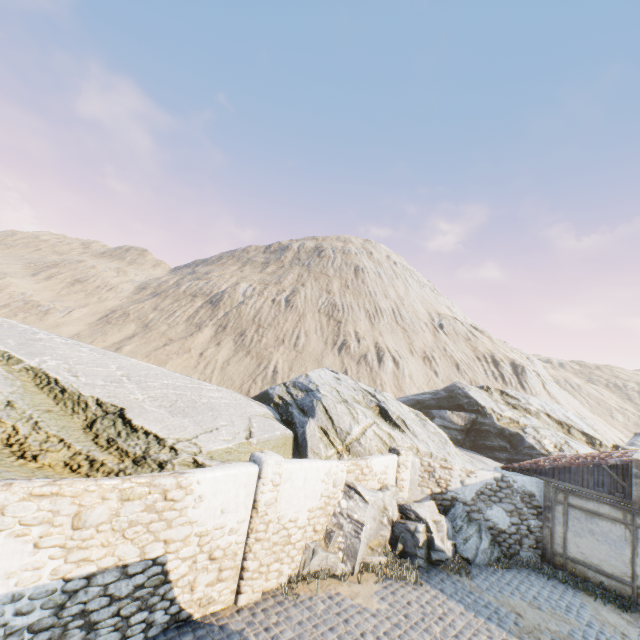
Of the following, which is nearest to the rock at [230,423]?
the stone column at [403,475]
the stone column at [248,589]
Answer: the stone column at [403,475]

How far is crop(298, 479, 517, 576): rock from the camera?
9.4 meters

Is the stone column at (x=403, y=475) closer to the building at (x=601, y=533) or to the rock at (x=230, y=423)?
the rock at (x=230, y=423)

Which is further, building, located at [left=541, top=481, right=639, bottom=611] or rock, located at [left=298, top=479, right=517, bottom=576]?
building, located at [left=541, top=481, right=639, bottom=611]

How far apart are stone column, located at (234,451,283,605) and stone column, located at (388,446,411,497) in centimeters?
557cm

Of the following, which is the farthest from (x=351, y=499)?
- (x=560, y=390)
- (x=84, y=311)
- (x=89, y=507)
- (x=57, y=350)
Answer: (x=84, y=311)

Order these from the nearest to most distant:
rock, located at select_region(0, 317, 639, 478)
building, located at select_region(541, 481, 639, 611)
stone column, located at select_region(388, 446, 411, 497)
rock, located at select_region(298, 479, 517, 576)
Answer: rock, located at select_region(0, 317, 639, 478) < rock, located at select_region(298, 479, 517, 576) < building, located at select_region(541, 481, 639, 611) < stone column, located at select_region(388, 446, 411, 497)

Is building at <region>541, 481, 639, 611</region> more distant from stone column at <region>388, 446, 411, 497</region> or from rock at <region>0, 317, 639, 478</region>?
stone column at <region>388, 446, 411, 497</region>
